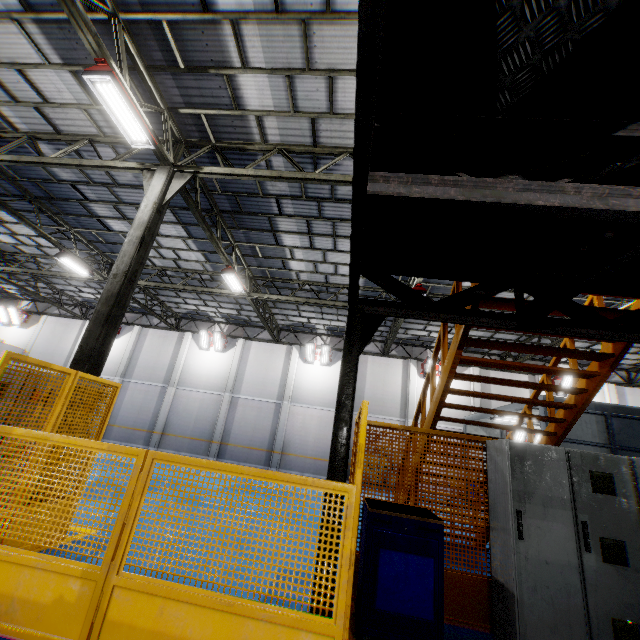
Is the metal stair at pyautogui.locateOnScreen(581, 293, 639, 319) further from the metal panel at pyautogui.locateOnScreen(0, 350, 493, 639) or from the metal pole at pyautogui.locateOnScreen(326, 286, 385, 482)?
the metal pole at pyautogui.locateOnScreen(326, 286, 385, 482)

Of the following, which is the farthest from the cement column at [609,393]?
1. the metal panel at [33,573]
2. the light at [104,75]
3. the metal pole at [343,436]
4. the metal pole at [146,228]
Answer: the light at [104,75]

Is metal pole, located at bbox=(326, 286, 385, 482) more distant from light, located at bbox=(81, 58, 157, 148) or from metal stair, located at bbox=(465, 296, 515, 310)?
light, located at bbox=(81, 58, 157, 148)

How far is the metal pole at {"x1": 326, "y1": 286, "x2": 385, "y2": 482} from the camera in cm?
325

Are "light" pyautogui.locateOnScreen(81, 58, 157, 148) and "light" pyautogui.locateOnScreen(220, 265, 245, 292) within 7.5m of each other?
yes

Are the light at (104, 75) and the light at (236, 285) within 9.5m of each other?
yes

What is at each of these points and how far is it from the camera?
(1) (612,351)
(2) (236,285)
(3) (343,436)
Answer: (1) metal stair, 4.6m
(2) light, 14.0m
(3) metal pole, 3.3m
